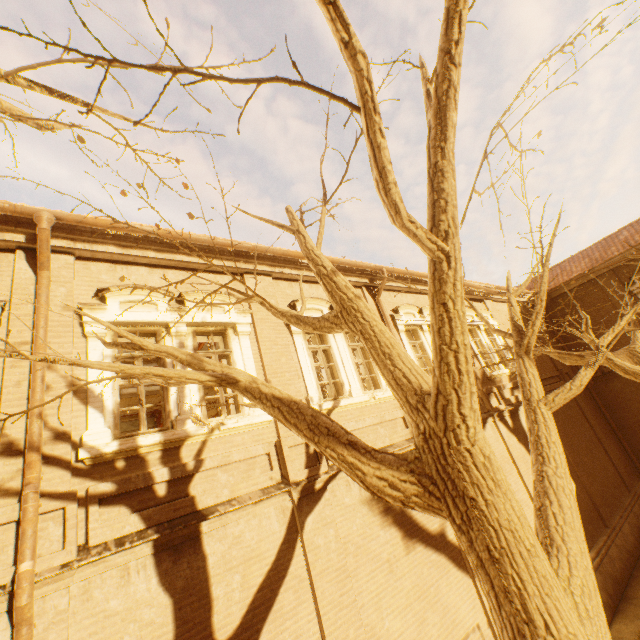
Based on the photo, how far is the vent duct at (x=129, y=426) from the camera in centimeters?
1489cm

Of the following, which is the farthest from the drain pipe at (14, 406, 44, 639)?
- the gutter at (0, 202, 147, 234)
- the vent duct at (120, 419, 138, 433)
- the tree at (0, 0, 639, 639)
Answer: the vent duct at (120, 419, 138, 433)

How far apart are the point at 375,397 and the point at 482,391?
5.1 meters

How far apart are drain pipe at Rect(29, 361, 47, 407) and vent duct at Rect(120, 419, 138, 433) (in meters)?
11.87

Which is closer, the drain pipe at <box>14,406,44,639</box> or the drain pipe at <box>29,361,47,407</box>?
the drain pipe at <box>14,406,44,639</box>

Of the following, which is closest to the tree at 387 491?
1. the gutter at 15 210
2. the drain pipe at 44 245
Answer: the drain pipe at 44 245

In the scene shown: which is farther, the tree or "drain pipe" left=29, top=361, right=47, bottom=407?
"drain pipe" left=29, top=361, right=47, bottom=407
